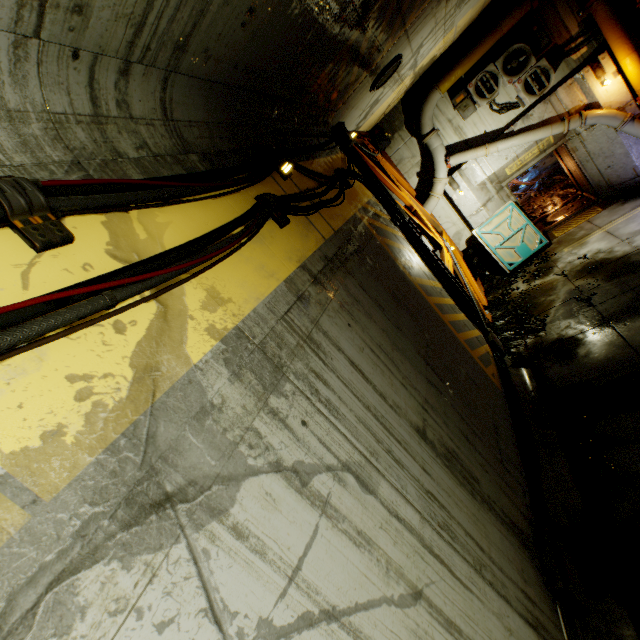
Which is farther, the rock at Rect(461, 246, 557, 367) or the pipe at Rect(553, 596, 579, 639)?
the rock at Rect(461, 246, 557, 367)

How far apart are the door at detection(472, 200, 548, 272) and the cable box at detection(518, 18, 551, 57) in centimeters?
404cm

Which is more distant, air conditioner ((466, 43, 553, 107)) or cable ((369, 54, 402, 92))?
air conditioner ((466, 43, 553, 107))

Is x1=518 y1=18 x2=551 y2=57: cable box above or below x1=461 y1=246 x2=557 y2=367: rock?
above

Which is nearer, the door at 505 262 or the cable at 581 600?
the cable at 581 600

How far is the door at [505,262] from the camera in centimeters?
1112cm

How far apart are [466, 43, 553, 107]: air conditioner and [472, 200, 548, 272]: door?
2.85m

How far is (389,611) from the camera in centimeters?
190cm
